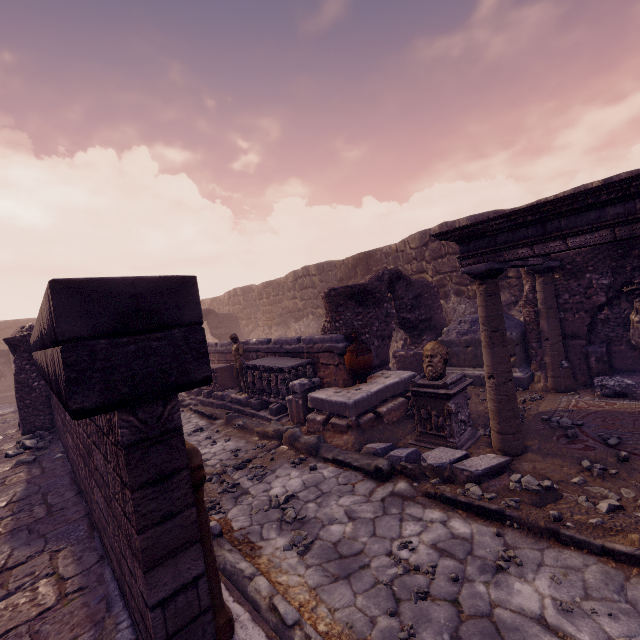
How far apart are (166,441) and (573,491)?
4.79m

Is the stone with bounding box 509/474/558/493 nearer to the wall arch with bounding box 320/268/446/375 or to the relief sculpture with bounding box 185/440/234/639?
the relief sculpture with bounding box 185/440/234/639

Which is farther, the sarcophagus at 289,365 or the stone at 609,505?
the sarcophagus at 289,365

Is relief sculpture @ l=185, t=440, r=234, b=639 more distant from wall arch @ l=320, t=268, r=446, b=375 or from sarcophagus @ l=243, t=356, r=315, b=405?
wall arch @ l=320, t=268, r=446, b=375

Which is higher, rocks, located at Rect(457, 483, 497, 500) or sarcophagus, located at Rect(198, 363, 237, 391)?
sarcophagus, located at Rect(198, 363, 237, 391)

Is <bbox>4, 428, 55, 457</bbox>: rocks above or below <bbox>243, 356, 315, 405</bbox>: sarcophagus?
below

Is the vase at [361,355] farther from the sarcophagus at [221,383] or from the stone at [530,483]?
the sarcophagus at [221,383]

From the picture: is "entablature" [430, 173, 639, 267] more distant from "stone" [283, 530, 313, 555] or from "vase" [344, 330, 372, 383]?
"stone" [283, 530, 313, 555]
